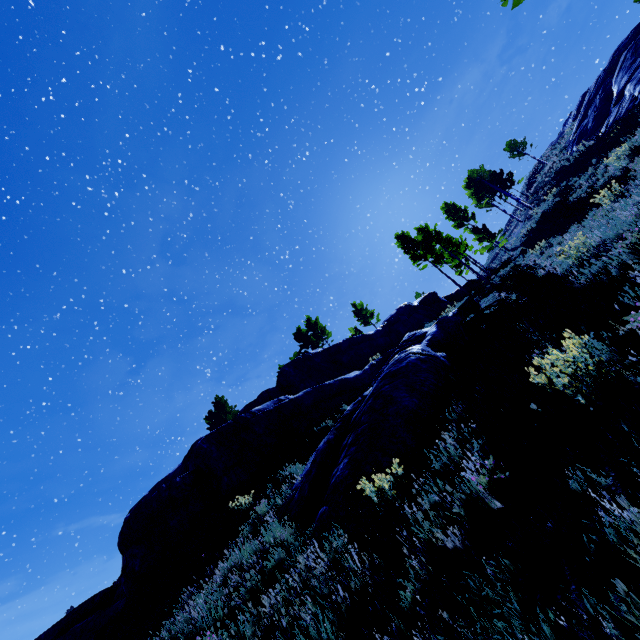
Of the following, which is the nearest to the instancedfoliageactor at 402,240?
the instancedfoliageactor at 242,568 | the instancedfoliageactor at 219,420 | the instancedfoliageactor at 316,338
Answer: the instancedfoliageactor at 316,338

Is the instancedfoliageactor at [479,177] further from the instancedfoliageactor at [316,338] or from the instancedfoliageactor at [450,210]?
the instancedfoliageactor at [316,338]

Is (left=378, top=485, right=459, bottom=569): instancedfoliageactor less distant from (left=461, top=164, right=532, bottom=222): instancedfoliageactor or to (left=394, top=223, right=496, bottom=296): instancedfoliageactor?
(left=461, top=164, right=532, bottom=222): instancedfoliageactor

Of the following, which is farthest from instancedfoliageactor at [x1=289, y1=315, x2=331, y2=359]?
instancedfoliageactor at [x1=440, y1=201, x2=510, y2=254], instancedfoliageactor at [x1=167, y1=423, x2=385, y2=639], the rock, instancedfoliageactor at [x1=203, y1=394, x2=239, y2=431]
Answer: instancedfoliageactor at [x1=167, y1=423, x2=385, y2=639]

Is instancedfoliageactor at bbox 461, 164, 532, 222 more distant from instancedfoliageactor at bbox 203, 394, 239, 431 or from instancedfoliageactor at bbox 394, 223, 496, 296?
instancedfoliageactor at bbox 203, 394, 239, 431

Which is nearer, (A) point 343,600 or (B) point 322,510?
(A) point 343,600

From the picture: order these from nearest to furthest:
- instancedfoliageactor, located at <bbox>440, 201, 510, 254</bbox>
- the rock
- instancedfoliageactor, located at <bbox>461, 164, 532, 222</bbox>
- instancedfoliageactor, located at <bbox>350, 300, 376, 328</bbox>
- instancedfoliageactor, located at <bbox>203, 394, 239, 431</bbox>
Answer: the rock, instancedfoliageactor, located at <bbox>440, 201, 510, 254</bbox>, instancedfoliageactor, located at <bbox>461, 164, 532, 222</bbox>, instancedfoliageactor, located at <bbox>203, 394, 239, 431</bbox>, instancedfoliageactor, located at <bbox>350, 300, 376, 328</bbox>

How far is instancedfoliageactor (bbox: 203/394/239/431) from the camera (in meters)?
39.42
